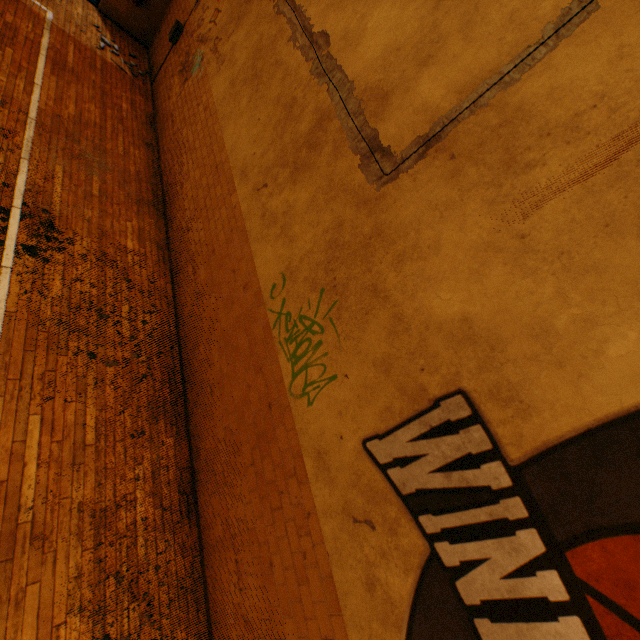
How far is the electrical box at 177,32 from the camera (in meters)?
7.29

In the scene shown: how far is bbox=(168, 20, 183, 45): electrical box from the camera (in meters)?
7.29

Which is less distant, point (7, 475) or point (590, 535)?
point (590, 535)
